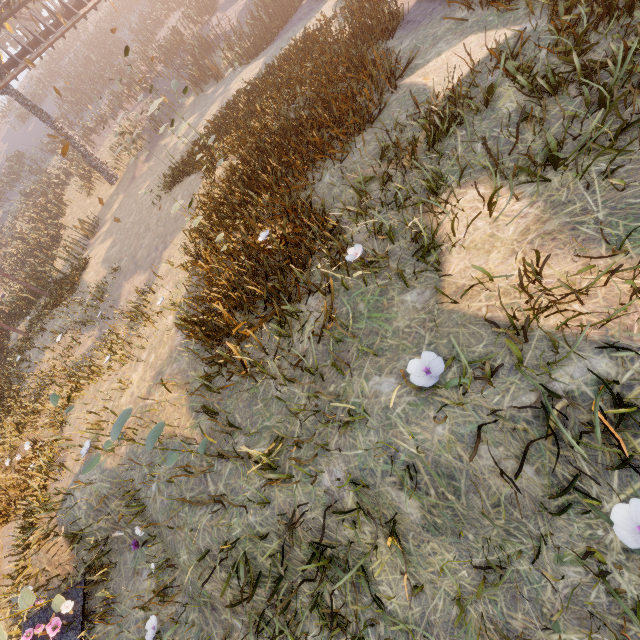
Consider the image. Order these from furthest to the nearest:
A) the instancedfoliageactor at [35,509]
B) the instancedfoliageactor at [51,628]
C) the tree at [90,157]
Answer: the tree at [90,157]
the instancedfoliageactor at [35,509]
the instancedfoliageactor at [51,628]

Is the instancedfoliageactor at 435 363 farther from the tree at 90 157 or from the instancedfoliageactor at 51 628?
the tree at 90 157

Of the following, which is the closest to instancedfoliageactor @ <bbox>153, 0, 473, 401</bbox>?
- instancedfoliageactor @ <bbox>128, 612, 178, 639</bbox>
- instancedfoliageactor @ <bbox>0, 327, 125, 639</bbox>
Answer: instancedfoliageactor @ <bbox>128, 612, 178, 639</bbox>

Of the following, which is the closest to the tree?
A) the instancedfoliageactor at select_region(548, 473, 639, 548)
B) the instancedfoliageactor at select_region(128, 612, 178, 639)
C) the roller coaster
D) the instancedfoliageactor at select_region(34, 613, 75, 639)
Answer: the roller coaster

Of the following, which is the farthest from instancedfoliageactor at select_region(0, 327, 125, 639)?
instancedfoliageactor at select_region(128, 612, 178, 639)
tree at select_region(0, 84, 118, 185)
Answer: tree at select_region(0, 84, 118, 185)

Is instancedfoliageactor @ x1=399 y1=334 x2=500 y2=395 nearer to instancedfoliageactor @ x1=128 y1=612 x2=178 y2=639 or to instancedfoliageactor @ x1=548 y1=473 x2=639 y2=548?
instancedfoliageactor @ x1=548 y1=473 x2=639 y2=548

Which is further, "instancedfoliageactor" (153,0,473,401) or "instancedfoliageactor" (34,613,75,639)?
"instancedfoliageactor" (34,613,75,639)

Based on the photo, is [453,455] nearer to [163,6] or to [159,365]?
[159,365]
